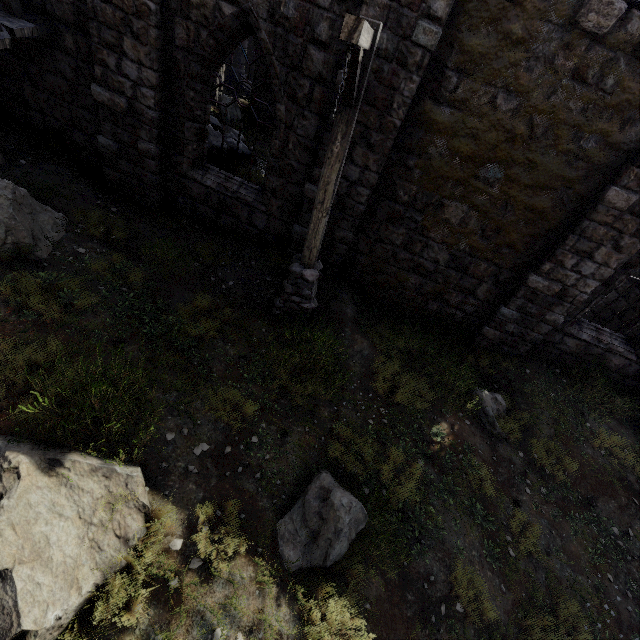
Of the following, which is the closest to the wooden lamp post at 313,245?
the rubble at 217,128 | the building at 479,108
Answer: the building at 479,108

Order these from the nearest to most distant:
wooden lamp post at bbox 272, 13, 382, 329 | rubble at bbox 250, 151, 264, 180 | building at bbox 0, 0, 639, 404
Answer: wooden lamp post at bbox 272, 13, 382, 329
building at bbox 0, 0, 639, 404
rubble at bbox 250, 151, 264, 180

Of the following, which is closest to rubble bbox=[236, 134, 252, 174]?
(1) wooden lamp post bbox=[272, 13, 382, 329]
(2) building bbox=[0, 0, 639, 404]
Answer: (2) building bbox=[0, 0, 639, 404]

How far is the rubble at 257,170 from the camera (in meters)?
10.44

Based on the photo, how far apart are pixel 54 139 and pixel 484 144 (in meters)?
9.53

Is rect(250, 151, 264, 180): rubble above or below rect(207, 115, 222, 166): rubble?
below

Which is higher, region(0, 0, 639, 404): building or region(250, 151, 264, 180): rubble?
region(0, 0, 639, 404): building
